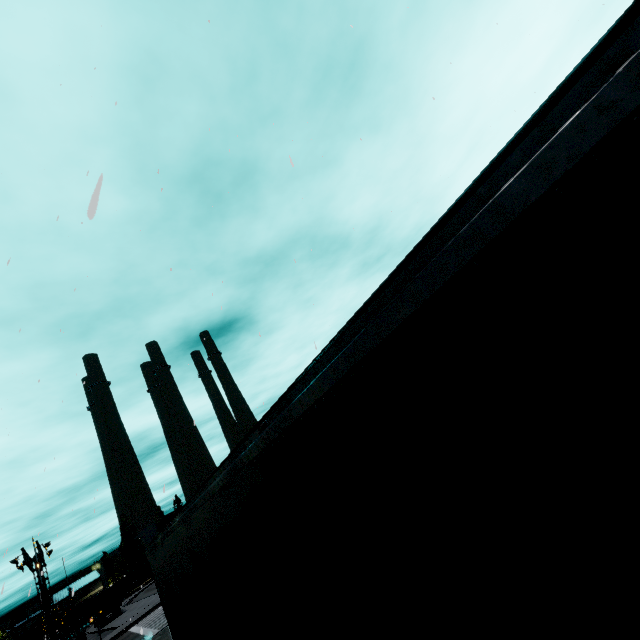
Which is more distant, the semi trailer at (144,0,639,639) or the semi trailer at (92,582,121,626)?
the semi trailer at (92,582,121,626)

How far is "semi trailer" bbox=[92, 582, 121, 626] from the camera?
40.8 meters

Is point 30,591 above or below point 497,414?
above

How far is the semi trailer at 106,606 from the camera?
40.76m

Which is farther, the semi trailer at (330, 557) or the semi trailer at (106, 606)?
the semi trailer at (106, 606)
